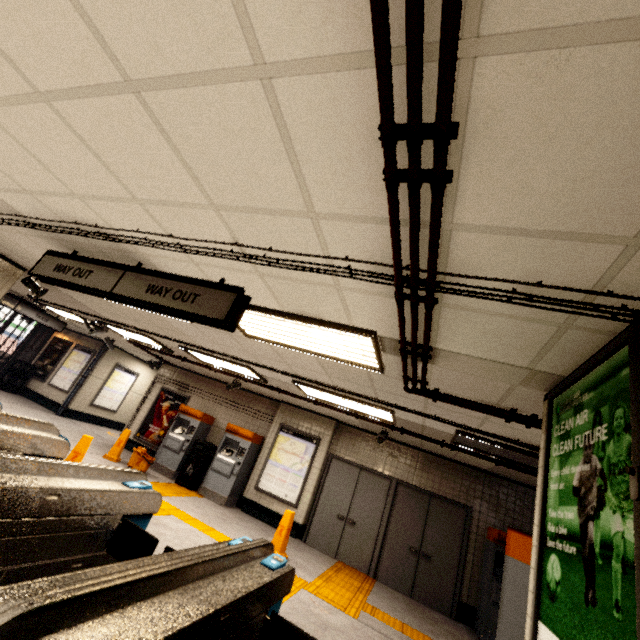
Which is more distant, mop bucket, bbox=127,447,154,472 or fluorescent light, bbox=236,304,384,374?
mop bucket, bbox=127,447,154,472

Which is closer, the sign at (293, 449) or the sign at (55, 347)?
the sign at (293, 449)

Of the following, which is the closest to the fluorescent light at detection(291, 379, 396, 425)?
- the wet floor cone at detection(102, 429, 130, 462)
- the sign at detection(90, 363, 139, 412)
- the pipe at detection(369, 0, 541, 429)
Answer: the pipe at detection(369, 0, 541, 429)

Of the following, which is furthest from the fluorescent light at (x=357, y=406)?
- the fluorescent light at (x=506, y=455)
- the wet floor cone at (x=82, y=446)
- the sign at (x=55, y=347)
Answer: the sign at (x=55, y=347)

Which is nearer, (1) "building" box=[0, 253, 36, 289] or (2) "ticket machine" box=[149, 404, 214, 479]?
(1) "building" box=[0, 253, 36, 289]

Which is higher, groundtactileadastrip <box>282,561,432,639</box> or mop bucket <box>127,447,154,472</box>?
mop bucket <box>127,447,154,472</box>

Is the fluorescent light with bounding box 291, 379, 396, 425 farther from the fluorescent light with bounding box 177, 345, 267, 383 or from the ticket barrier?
the ticket barrier

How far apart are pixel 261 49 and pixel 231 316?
2.0m
